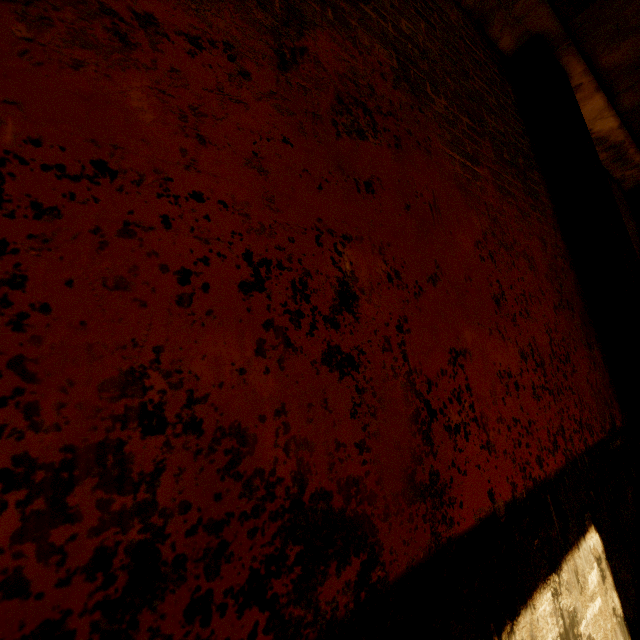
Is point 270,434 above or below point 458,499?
above

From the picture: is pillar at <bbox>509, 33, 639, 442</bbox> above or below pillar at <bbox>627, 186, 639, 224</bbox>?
below

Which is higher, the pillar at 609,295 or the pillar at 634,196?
the pillar at 634,196

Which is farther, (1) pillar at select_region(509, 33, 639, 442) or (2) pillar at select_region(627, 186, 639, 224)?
(2) pillar at select_region(627, 186, 639, 224)

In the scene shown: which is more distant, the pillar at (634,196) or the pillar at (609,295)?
the pillar at (634,196)
